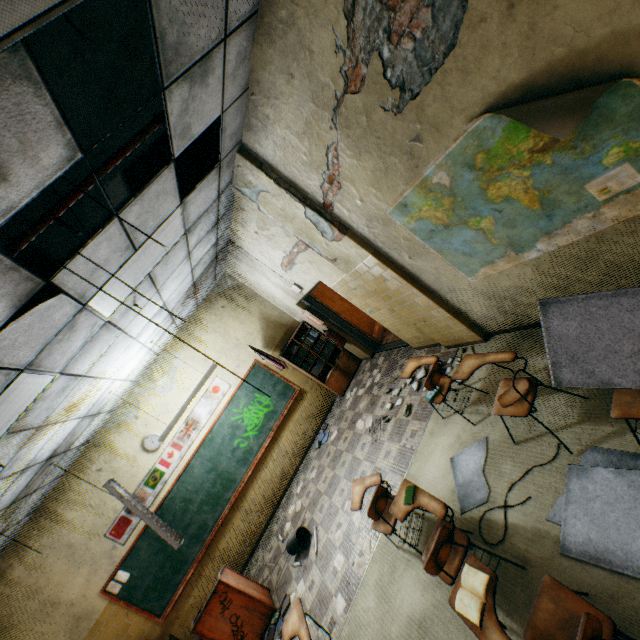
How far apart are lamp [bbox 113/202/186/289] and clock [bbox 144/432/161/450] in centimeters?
402cm

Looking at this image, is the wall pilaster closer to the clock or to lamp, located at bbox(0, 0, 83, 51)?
lamp, located at bbox(0, 0, 83, 51)

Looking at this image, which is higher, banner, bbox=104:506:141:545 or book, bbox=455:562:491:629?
banner, bbox=104:506:141:545

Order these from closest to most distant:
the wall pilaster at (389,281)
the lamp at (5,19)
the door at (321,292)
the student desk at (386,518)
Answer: the lamp at (5,19)
the student desk at (386,518)
the wall pilaster at (389,281)
the door at (321,292)

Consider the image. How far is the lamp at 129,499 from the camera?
4.96m

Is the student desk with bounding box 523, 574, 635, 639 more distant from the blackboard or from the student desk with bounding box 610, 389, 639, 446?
the blackboard

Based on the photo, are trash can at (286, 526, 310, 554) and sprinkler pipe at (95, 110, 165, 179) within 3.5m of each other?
no

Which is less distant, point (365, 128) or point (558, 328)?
point (558, 328)
